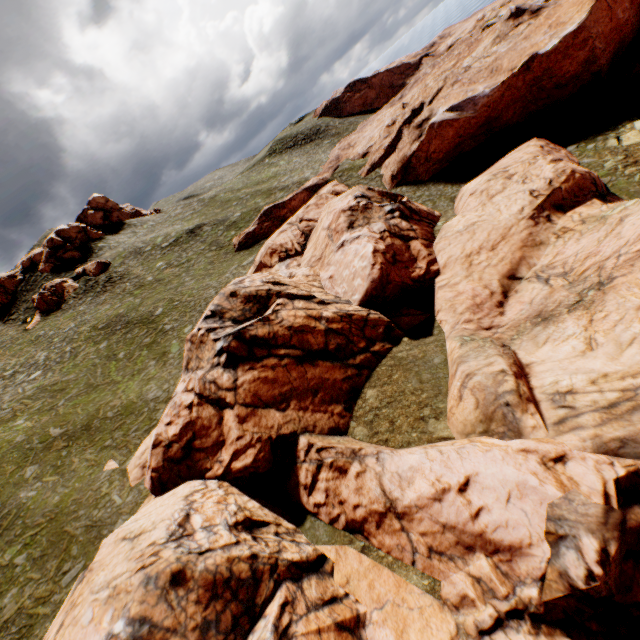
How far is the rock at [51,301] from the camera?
48.9 meters

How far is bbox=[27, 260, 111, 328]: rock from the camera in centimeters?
4894cm

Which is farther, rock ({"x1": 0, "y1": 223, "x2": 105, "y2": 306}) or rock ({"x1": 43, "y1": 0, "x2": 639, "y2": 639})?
rock ({"x1": 0, "y1": 223, "x2": 105, "y2": 306})

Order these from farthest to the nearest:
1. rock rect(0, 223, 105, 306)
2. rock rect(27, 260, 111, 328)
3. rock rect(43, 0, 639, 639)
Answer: rock rect(0, 223, 105, 306) < rock rect(27, 260, 111, 328) < rock rect(43, 0, 639, 639)

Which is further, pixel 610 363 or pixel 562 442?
pixel 610 363

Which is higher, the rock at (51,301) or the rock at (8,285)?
the rock at (8,285)

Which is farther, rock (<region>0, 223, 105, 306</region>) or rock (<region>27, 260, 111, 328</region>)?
rock (<region>0, 223, 105, 306</region>)
